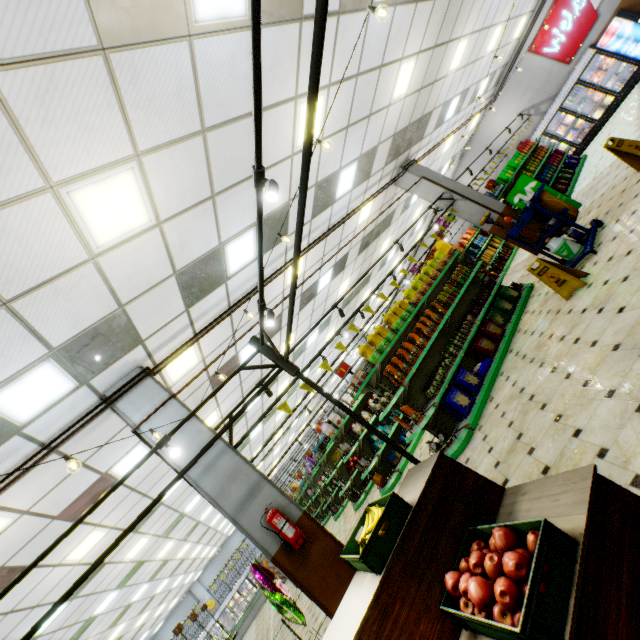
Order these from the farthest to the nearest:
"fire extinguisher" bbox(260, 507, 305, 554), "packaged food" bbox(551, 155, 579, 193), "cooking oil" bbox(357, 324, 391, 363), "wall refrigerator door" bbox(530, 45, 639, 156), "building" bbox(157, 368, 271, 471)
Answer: "wall refrigerator door" bbox(530, 45, 639, 156)
"packaged food" bbox(551, 155, 579, 193)
"cooking oil" bbox(357, 324, 391, 363)
"building" bbox(157, 368, 271, 471)
"fire extinguisher" bbox(260, 507, 305, 554)

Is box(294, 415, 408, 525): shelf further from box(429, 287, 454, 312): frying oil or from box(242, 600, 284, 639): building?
box(429, 287, 454, 312): frying oil

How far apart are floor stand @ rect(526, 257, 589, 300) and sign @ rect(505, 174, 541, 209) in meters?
4.8

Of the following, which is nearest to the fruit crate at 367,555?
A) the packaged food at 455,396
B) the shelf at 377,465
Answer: the packaged food at 455,396

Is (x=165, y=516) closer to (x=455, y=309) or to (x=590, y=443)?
(x=455, y=309)

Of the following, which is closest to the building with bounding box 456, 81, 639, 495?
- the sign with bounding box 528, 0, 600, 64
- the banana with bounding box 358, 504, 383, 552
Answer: the sign with bounding box 528, 0, 600, 64

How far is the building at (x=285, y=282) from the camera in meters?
7.6 m
